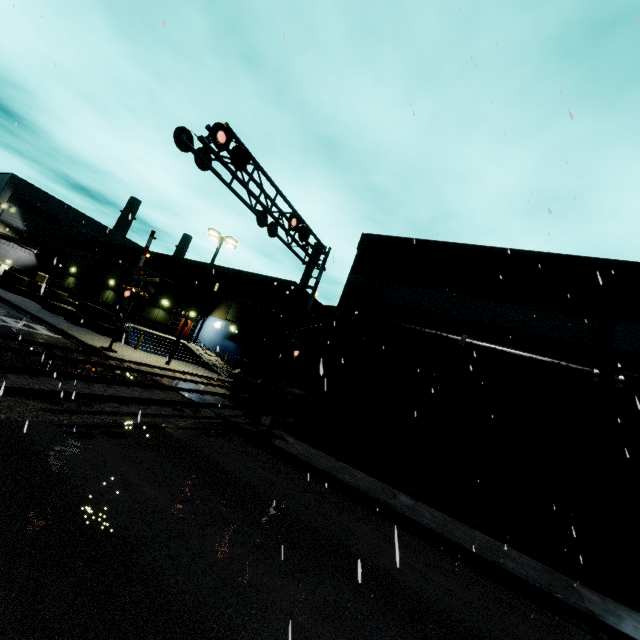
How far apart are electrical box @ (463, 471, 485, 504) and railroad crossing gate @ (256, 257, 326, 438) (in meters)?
7.27

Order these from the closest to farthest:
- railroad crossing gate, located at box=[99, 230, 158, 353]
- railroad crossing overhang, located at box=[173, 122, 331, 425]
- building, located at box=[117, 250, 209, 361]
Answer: railroad crossing overhang, located at box=[173, 122, 331, 425], railroad crossing gate, located at box=[99, 230, 158, 353], building, located at box=[117, 250, 209, 361]

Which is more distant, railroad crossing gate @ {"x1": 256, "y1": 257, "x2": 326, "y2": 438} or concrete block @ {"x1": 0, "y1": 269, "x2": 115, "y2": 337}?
concrete block @ {"x1": 0, "y1": 269, "x2": 115, "y2": 337}

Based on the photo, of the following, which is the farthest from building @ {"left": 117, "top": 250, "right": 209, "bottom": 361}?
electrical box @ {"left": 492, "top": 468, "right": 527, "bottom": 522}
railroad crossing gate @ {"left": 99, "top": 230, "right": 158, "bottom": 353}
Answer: railroad crossing gate @ {"left": 99, "top": 230, "right": 158, "bottom": 353}

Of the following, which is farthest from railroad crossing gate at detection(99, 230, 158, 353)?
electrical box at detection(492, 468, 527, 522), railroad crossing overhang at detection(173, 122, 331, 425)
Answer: electrical box at detection(492, 468, 527, 522)

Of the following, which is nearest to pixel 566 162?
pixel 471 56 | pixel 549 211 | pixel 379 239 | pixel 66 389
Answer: pixel 471 56

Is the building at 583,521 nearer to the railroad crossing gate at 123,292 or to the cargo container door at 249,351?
the railroad crossing gate at 123,292

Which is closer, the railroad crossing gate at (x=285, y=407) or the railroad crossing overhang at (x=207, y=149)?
the railroad crossing overhang at (x=207, y=149)
